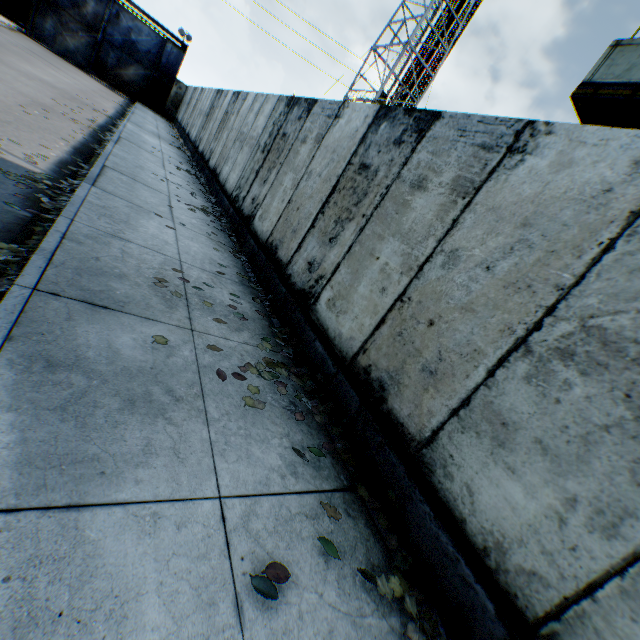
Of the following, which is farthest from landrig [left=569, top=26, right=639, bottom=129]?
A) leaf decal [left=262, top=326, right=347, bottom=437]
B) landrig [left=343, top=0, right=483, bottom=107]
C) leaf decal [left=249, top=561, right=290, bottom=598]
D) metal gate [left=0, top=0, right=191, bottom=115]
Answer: metal gate [left=0, top=0, right=191, bottom=115]

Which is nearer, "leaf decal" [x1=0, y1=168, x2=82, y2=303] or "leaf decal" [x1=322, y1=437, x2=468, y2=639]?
"leaf decal" [x1=322, y1=437, x2=468, y2=639]

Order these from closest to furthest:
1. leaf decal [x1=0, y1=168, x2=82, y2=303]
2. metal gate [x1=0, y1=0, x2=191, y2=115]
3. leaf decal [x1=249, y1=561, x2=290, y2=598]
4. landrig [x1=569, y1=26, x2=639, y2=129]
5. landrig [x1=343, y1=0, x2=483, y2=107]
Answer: leaf decal [x1=249, y1=561, x2=290, y2=598], leaf decal [x1=0, y1=168, x2=82, y2=303], landrig [x1=569, y1=26, x2=639, y2=129], metal gate [x1=0, y1=0, x2=191, y2=115], landrig [x1=343, y1=0, x2=483, y2=107]

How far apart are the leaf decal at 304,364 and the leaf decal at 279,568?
0.6m

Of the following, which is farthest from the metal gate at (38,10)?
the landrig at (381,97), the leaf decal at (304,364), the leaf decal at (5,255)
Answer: the leaf decal at (304,364)

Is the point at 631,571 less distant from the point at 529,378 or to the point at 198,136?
the point at 529,378

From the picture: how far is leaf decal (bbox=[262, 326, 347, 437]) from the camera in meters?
3.4

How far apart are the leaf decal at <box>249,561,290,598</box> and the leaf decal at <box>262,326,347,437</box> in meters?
0.6 m
